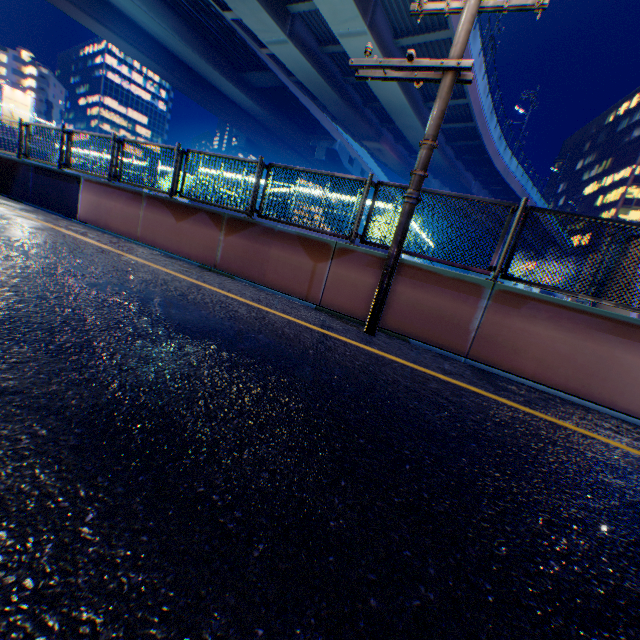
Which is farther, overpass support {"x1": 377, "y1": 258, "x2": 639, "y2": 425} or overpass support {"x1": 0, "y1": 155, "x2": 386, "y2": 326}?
overpass support {"x1": 0, "y1": 155, "x2": 386, "y2": 326}

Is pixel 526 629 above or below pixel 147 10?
below

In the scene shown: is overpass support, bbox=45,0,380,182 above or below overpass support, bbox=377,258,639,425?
above

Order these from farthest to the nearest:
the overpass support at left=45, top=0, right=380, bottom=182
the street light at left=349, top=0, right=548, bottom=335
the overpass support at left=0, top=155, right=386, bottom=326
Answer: the overpass support at left=45, top=0, right=380, bottom=182, the overpass support at left=0, top=155, right=386, bottom=326, the street light at left=349, top=0, right=548, bottom=335

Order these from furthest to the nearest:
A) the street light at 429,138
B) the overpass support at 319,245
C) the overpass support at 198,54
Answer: the overpass support at 198,54, the overpass support at 319,245, the street light at 429,138

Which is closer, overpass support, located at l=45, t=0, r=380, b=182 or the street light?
the street light

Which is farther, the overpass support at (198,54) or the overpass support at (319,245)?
the overpass support at (198,54)
